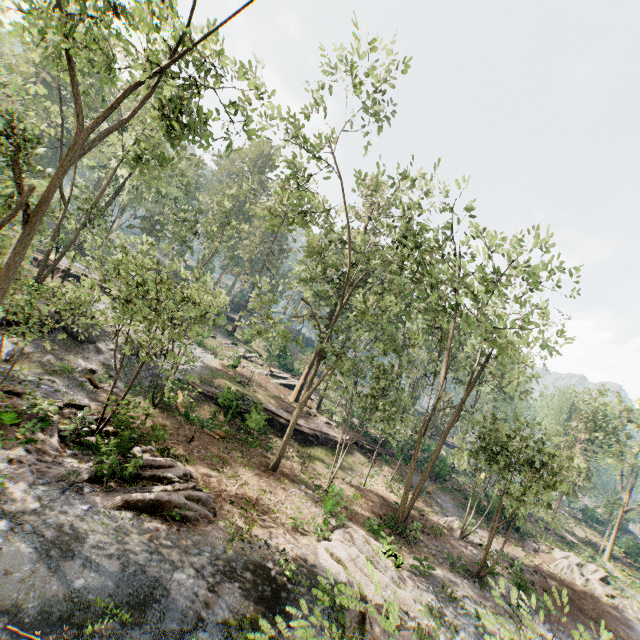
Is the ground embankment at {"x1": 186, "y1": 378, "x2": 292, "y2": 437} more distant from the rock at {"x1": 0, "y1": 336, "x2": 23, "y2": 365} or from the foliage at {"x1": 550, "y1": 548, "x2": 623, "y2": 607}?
the rock at {"x1": 0, "y1": 336, "x2": 23, "y2": 365}

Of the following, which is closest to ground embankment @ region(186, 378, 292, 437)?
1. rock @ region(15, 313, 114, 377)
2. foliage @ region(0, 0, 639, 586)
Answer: foliage @ region(0, 0, 639, 586)

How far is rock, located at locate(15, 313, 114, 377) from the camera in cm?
1859

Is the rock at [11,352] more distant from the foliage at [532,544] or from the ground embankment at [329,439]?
the ground embankment at [329,439]

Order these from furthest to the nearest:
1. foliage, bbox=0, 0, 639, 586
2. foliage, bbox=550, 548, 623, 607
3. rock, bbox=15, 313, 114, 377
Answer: foliage, bbox=550, 548, 623, 607
rock, bbox=15, 313, 114, 377
foliage, bbox=0, 0, 639, 586

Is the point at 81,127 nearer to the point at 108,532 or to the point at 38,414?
the point at 38,414

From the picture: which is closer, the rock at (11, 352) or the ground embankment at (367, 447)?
the rock at (11, 352)
